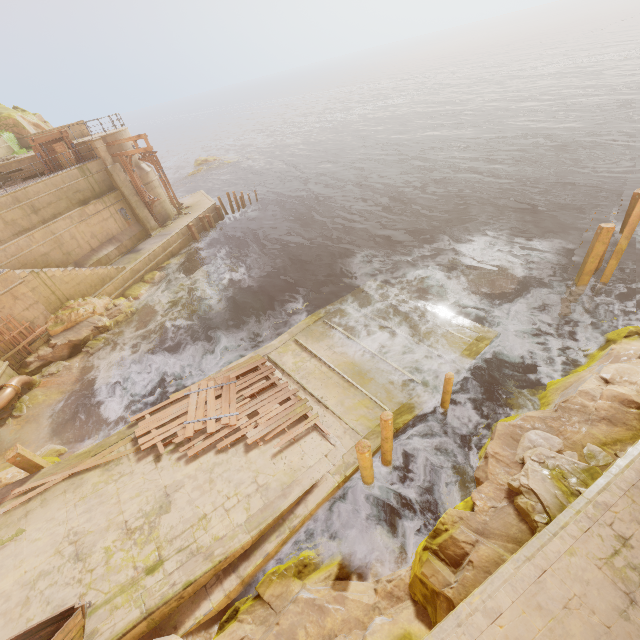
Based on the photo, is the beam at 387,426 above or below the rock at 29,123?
below

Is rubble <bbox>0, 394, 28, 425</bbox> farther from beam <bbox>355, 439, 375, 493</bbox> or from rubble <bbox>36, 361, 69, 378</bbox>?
beam <bbox>355, 439, 375, 493</bbox>

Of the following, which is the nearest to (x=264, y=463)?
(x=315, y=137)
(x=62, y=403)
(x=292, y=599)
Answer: (x=292, y=599)

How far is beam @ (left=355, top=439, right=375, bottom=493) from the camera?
7.79m

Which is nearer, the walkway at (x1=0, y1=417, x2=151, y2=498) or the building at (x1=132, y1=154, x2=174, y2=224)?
the walkway at (x1=0, y1=417, x2=151, y2=498)

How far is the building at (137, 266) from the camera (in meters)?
20.84

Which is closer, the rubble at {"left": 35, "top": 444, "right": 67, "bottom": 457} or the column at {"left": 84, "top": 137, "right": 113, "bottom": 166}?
the rubble at {"left": 35, "top": 444, "right": 67, "bottom": 457}

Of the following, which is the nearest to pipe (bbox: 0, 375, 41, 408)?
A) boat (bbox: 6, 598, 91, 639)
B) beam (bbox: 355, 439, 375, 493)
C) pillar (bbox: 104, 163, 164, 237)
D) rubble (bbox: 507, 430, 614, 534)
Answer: boat (bbox: 6, 598, 91, 639)
